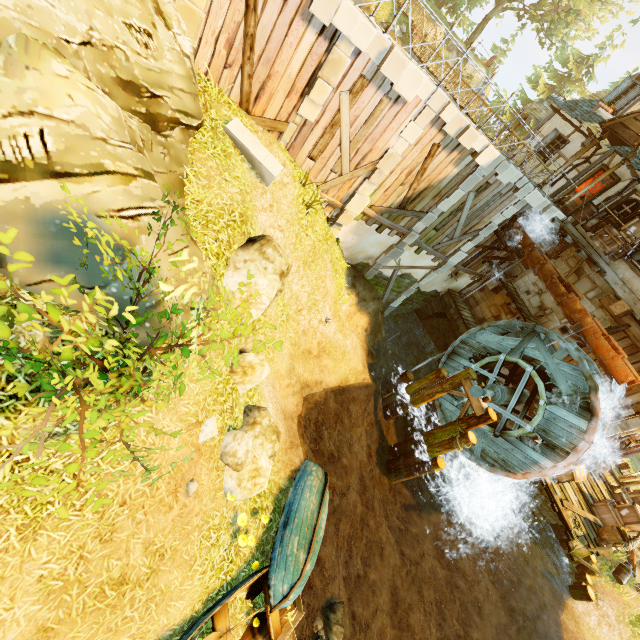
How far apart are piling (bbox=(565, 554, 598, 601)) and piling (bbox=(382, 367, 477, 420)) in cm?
1003

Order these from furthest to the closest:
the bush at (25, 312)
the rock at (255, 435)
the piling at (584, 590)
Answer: the piling at (584, 590) → the rock at (255, 435) → the bush at (25, 312)

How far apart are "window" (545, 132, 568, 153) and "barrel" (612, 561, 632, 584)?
19.8 meters

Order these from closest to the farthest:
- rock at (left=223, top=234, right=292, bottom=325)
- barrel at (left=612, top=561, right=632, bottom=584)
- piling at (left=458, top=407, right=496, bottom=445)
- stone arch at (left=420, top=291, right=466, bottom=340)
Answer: rock at (left=223, top=234, right=292, bottom=325) < piling at (left=458, top=407, right=496, bottom=445) < barrel at (left=612, top=561, right=632, bottom=584) < stone arch at (left=420, top=291, right=466, bottom=340)

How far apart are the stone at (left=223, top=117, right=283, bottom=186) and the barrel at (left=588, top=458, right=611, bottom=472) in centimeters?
1988cm

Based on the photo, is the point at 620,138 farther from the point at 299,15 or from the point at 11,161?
the point at 11,161

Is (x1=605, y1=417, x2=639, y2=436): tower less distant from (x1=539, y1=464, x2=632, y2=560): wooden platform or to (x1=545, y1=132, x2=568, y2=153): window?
(x1=539, y1=464, x2=632, y2=560): wooden platform

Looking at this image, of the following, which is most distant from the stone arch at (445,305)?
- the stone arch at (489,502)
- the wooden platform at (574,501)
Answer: the wooden platform at (574,501)
